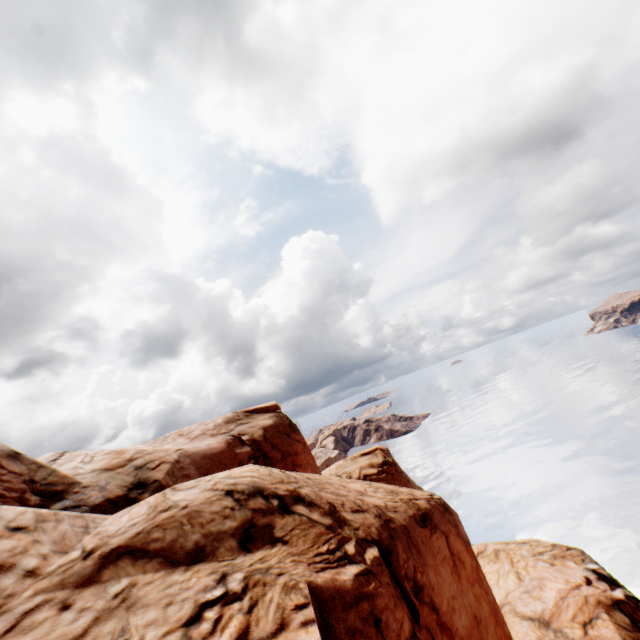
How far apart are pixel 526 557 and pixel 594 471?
49.3 meters
